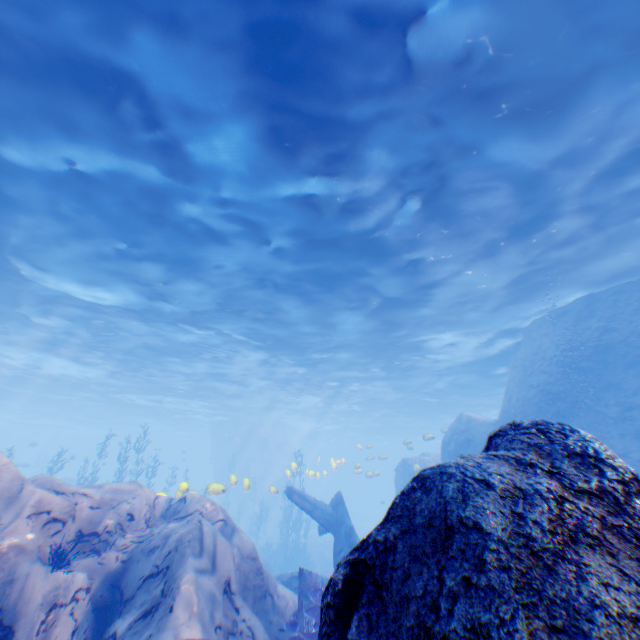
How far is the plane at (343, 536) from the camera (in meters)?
10.92

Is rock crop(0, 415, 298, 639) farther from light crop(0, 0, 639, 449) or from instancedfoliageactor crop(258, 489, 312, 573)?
instancedfoliageactor crop(258, 489, 312, 573)

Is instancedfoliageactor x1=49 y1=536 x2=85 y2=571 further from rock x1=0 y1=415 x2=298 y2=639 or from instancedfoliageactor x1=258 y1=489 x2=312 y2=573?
instancedfoliageactor x1=258 y1=489 x2=312 y2=573

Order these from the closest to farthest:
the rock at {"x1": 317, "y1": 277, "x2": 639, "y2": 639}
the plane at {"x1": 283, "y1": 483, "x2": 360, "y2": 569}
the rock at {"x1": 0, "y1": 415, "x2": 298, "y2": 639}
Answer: the rock at {"x1": 317, "y1": 277, "x2": 639, "y2": 639} → the rock at {"x1": 0, "y1": 415, "x2": 298, "y2": 639} → the plane at {"x1": 283, "y1": 483, "x2": 360, "y2": 569}

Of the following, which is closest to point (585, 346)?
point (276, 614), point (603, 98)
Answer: point (603, 98)

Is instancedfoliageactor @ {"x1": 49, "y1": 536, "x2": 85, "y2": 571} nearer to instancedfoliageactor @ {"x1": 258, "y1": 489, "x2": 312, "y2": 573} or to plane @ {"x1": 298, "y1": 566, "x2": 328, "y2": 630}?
plane @ {"x1": 298, "y1": 566, "x2": 328, "y2": 630}

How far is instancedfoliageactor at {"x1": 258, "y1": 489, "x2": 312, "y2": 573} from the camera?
24.5m
